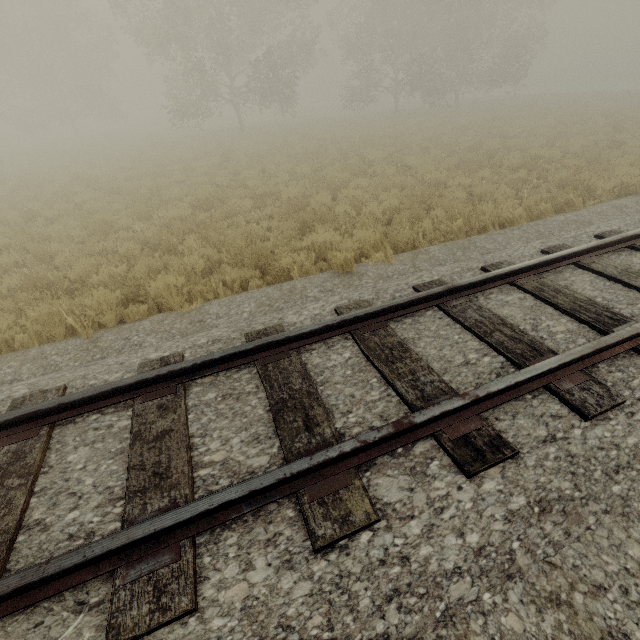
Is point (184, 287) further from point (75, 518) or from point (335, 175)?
point (335, 175)
